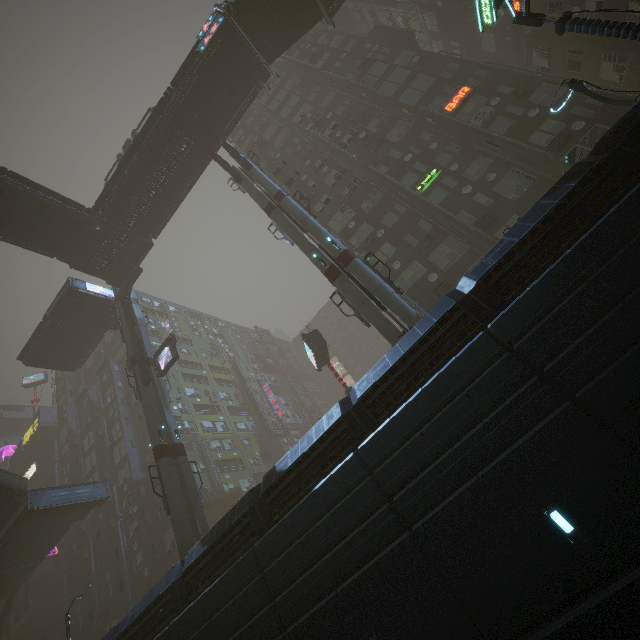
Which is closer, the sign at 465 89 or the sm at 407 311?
the sm at 407 311

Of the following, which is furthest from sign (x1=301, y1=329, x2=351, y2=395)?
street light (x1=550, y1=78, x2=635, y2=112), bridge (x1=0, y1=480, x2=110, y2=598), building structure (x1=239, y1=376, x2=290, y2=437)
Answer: building structure (x1=239, y1=376, x2=290, y2=437)

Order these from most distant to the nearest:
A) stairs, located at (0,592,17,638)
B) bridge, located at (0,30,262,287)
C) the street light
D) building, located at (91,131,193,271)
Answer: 1. stairs, located at (0,592,17,638)
2. building, located at (91,131,193,271)
3. bridge, located at (0,30,262,287)
4. the street light

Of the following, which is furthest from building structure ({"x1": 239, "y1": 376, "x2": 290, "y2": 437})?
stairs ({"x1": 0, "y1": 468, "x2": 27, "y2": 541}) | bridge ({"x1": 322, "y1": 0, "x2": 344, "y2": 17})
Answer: bridge ({"x1": 322, "y1": 0, "x2": 344, "y2": 17})

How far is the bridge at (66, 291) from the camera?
31.42m

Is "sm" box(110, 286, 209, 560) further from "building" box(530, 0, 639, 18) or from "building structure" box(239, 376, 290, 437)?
"building structure" box(239, 376, 290, 437)

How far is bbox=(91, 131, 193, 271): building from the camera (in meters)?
27.64

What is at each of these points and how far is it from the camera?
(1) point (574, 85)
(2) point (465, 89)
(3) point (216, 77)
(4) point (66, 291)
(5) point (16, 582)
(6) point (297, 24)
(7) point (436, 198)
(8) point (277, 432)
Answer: (1) street light, 15.0 meters
(2) sign, 24.2 meters
(3) bridge, 26.3 meters
(4) bridge, 30.4 meters
(5) bridge, 31.8 meters
(6) stairs, 25.4 meters
(7) building, 23.4 meters
(8) building structure, 49.9 meters
